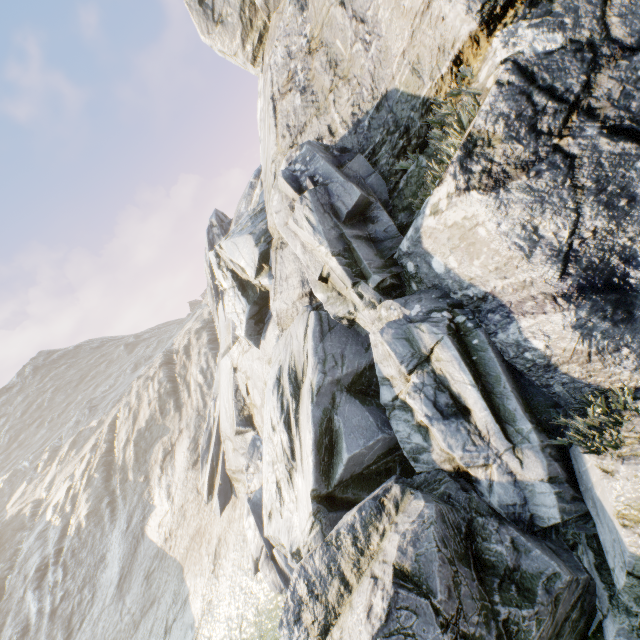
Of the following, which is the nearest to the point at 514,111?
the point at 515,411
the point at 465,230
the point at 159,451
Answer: the point at 465,230
